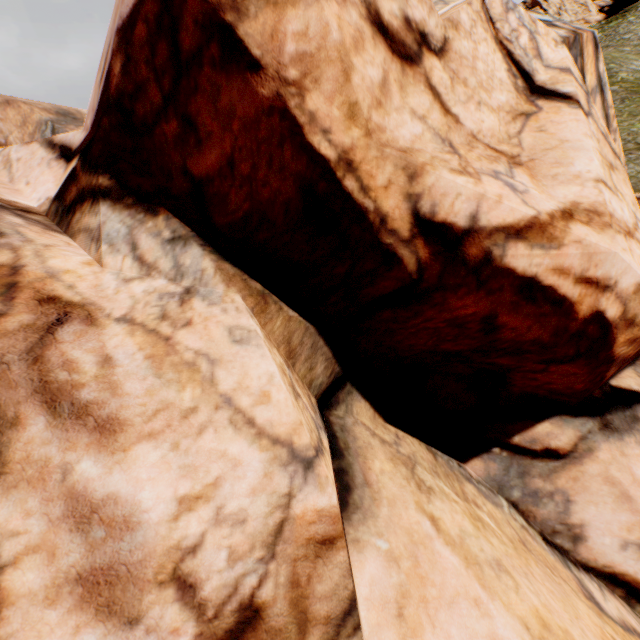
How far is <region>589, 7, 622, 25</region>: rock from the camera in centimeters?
5934cm

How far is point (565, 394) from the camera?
5.3 meters

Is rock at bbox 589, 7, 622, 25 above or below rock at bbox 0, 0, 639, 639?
above

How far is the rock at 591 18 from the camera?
59.34m

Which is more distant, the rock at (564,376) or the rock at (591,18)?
the rock at (591,18)

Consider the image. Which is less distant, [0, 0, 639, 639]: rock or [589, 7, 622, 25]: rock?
[0, 0, 639, 639]: rock
